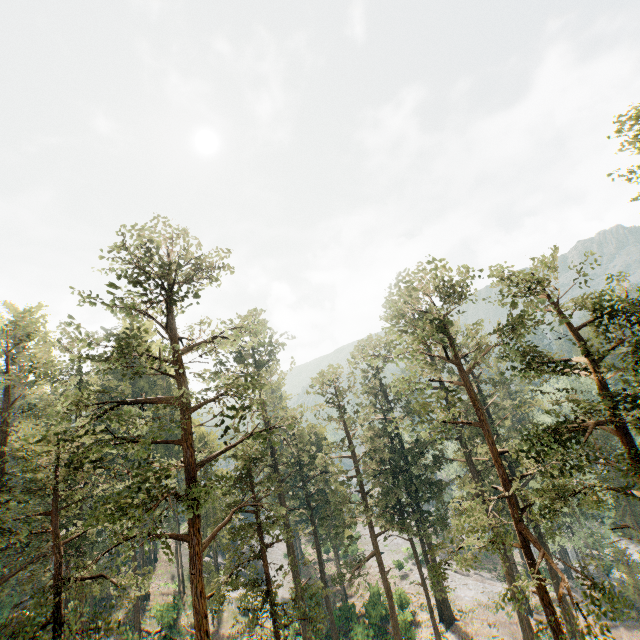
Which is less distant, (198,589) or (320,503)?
(198,589)
